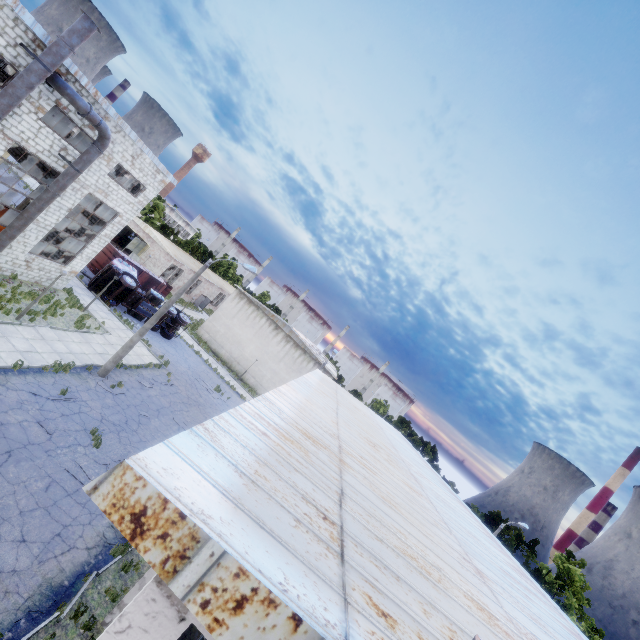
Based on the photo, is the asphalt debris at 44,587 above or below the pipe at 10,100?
below

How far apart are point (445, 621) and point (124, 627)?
2.52m

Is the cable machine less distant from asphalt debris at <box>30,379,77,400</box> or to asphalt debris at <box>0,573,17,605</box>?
asphalt debris at <box>30,379,77,400</box>

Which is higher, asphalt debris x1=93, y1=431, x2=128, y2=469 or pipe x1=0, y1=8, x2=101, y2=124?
pipe x1=0, y1=8, x2=101, y2=124

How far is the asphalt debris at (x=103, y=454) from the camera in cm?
1320

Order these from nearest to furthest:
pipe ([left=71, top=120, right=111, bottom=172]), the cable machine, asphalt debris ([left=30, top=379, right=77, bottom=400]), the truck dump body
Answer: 1. asphalt debris ([left=30, top=379, right=77, bottom=400])
2. pipe ([left=71, top=120, right=111, bottom=172])
3. the cable machine
4. the truck dump body

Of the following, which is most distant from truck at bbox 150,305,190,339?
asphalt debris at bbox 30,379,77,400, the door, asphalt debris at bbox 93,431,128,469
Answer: asphalt debris at bbox 93,431,128,469

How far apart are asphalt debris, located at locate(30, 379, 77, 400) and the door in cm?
2985
